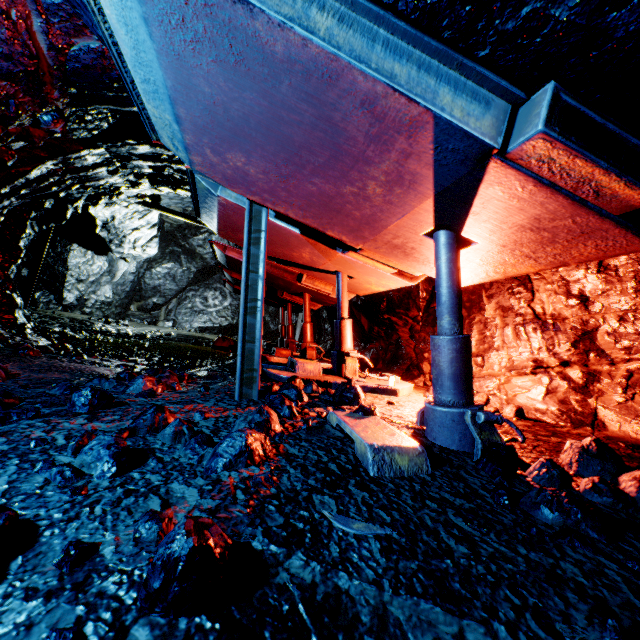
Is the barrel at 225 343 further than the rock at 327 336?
Yes

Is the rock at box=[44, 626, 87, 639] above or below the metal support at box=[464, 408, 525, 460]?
below

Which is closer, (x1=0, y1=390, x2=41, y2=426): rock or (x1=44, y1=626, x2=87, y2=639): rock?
(x1=44, y1=626, x2=87, y2=639): rock

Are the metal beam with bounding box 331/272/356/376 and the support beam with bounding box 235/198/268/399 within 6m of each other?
yes

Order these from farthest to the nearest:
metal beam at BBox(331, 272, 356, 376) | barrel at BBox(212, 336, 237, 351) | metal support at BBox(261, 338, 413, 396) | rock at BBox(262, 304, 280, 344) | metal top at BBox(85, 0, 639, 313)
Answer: rock at BBox(262, 304, 280, 344), barrel at BBox(212, 336, 237, 351), metal beam at BBox(331, 272, 356, 376), metal support at BBox(261, 338, 413, 396), metal top at BBox(85, 0, 639, 313)

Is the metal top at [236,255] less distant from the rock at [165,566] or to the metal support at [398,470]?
the metal support at [398,470]

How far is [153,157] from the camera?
5.42m

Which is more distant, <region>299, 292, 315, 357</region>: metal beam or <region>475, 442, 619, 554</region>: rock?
<region>299, 292, 315, 357</region>: metal beam
